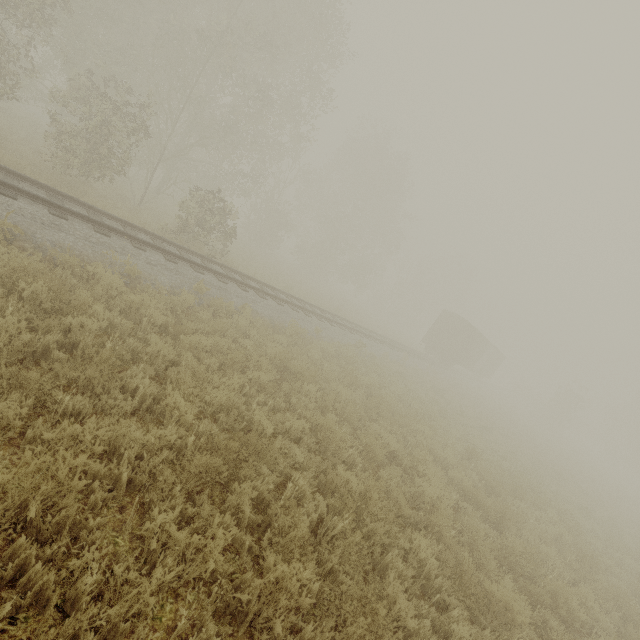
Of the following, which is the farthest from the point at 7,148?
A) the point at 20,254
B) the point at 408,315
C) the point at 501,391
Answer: the point at 501,391

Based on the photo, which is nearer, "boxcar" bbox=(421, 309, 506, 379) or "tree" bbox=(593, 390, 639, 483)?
"boxcar" bbox=(421, 309, 506, 379)

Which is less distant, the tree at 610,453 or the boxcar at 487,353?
the boxcar at 487,353

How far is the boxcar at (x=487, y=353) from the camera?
29.0m

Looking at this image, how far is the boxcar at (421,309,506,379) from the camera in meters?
29.0 m
